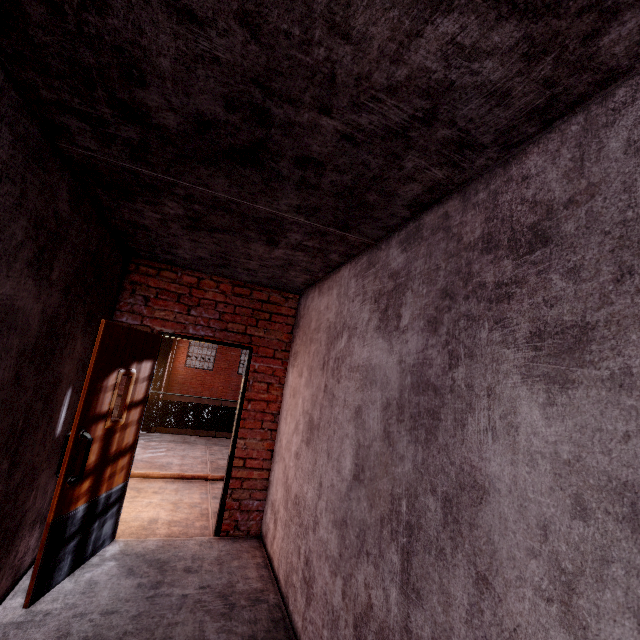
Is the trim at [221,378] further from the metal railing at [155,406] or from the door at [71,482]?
the door at [71,482]

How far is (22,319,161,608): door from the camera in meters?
2.4

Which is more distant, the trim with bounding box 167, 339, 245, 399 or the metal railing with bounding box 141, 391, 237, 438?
the trim with bounding box 167, 339, 245, 399

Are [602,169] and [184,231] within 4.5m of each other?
yes

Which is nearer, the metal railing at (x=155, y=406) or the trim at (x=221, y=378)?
the metal railing at (x=155, y=406)

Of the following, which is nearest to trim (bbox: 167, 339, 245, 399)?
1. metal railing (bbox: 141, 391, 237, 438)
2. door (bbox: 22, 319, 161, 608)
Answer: metal railing (bbox: 141, 391, 237, 438)

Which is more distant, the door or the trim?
the trim
